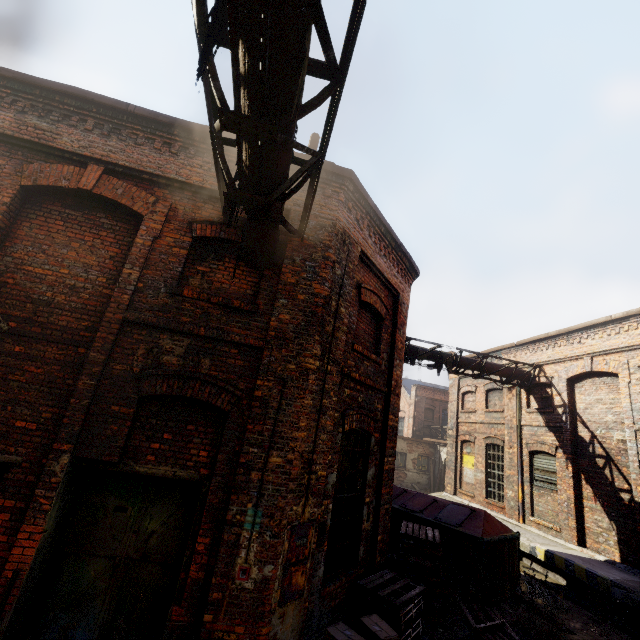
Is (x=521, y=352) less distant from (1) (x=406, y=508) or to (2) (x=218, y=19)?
(1) (x=406, y=508)

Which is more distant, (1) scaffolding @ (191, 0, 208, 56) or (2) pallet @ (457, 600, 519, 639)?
(2) pallet @ (457, 600, 519, 639)

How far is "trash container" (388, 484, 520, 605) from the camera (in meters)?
7.81

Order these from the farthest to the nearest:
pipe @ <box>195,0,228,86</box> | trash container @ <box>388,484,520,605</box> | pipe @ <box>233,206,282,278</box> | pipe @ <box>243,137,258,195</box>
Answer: trash container @ <box>388,484,520,605</box>
pipe @ <box>233,206,282,278</box>
pipe @ <box>243,137,258,195</box>
pipe @ <box>195,0,228,86</box>

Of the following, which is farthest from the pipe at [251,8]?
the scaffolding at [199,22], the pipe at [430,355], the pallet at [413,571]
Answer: the pipe at [430,355]

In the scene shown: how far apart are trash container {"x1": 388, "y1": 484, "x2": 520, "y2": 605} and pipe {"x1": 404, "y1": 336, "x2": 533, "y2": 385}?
4.40m

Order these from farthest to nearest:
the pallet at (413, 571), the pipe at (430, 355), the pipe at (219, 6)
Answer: the pipe at (430, 355)
the pallet at (413, 571)
the pipe at (219, 6)

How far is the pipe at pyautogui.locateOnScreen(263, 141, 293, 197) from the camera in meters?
3.2
